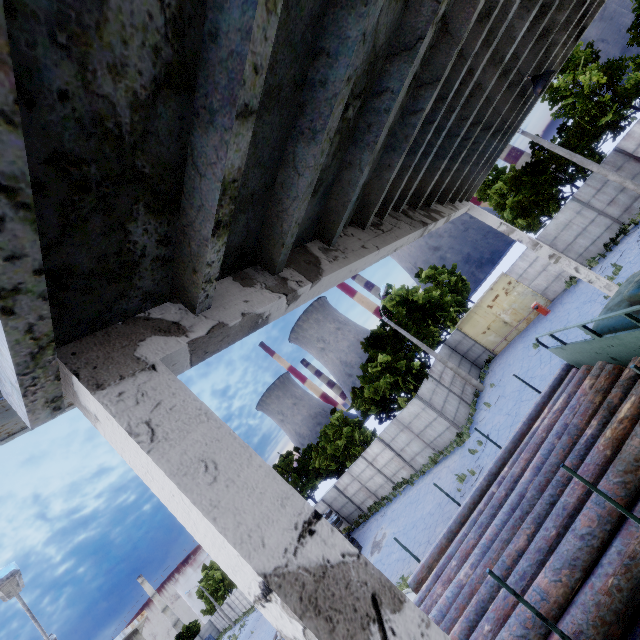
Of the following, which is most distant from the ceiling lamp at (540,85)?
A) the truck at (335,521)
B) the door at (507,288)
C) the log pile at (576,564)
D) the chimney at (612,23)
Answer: the chimney at (612,23)

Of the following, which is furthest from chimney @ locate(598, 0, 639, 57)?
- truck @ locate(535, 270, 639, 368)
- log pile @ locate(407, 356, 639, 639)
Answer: log pile @ locate(407, 356, 639, 639)

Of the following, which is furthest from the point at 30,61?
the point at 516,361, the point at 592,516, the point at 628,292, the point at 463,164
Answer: the point at 516,361

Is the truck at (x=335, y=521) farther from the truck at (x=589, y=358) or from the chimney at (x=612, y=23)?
the chimney at (x=612, y=23)

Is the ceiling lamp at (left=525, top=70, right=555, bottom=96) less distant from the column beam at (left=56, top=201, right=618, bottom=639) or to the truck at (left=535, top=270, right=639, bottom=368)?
the column beam at (left=56, top=201, right=618, bottom=639)

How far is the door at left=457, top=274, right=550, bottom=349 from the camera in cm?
2381

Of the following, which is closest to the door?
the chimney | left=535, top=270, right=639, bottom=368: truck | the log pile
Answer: left=535, top=270, right=639, bottom=368: truck

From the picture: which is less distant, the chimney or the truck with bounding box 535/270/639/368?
the truck with bounding box 535/270/639/368
